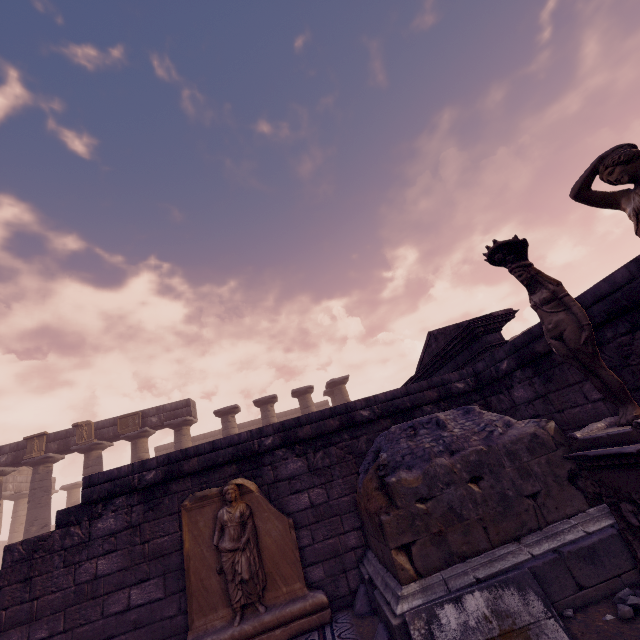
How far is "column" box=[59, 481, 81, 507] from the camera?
24.1 meters

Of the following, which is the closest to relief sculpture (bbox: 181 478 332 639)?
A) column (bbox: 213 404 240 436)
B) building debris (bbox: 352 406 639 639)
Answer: building debris (bbox: 352 406 639 639)

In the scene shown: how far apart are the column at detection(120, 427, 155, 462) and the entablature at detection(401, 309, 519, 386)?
13.8m

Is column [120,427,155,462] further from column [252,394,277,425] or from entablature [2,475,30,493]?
→ column [252,394,277,425]

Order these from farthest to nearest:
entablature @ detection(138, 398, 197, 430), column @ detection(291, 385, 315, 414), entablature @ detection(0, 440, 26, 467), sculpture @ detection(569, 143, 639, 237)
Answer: column @ detection(291, 385, 315, 414) < entablature @ detection(138, 398, 197, 430) < entablature @ detection(0, 440, 26, 467) < sculpture @ detection(569, 143, 639, 237)

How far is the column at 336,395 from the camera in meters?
18.7

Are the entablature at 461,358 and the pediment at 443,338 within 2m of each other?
yes

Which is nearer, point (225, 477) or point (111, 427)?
point (225, 477)
